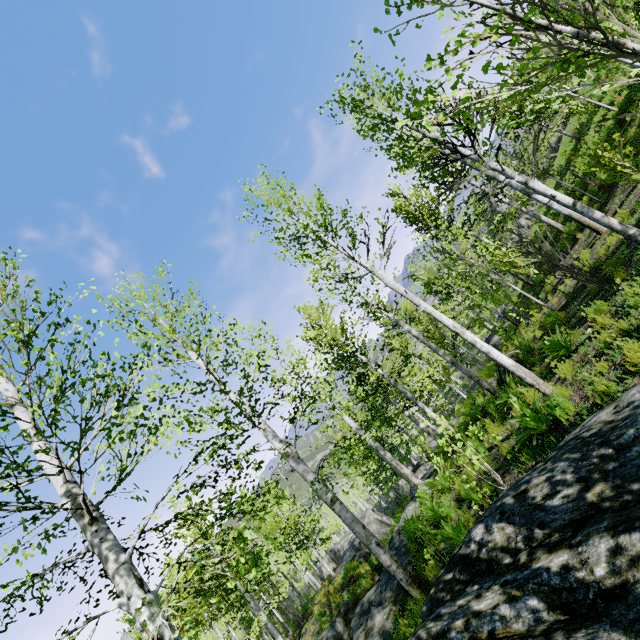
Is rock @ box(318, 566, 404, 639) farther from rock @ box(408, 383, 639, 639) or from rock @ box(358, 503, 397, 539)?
rock @ box(358, 503, 397, 539)

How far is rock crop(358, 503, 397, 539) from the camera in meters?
22.9 m

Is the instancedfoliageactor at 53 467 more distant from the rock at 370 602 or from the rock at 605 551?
the rock at 605 551

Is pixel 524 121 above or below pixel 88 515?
above

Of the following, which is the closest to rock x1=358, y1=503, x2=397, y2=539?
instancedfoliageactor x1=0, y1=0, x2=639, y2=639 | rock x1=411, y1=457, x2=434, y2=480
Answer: rock x1=411, y1=457, x2=434, y2=480

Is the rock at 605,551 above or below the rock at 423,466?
above

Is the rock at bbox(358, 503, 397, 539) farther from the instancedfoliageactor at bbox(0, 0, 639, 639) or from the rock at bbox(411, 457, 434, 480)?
the instancedfoliageactor at bbox(0, 0, 639, 639)

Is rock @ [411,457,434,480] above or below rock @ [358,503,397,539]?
above
